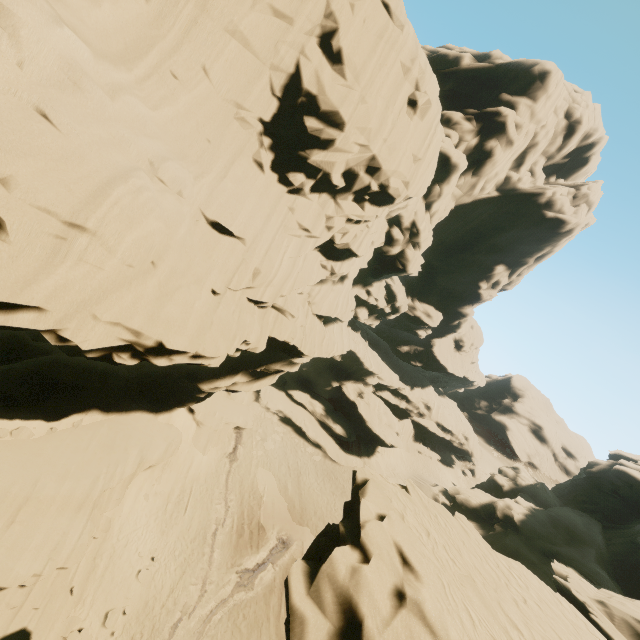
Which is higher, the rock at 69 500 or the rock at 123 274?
the rock at 123 274

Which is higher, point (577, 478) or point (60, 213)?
point (60, 213)

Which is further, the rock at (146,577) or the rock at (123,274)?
the rock at (146,577)

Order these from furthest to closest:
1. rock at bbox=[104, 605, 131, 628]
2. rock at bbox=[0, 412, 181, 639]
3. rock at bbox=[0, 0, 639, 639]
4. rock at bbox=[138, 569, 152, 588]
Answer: rock at bbox=[138, 569, 152, 588] → rock at bbox=[104, 605, 131, 628] → rock at bbox=[0, 412, 181, 639] → rock at bbox=[0, 0, 639, 639]

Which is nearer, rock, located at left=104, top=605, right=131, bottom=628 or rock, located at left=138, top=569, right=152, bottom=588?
rock, located at left=104, top=605, right=131, bottom=628

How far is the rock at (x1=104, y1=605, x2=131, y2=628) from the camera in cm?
1667
